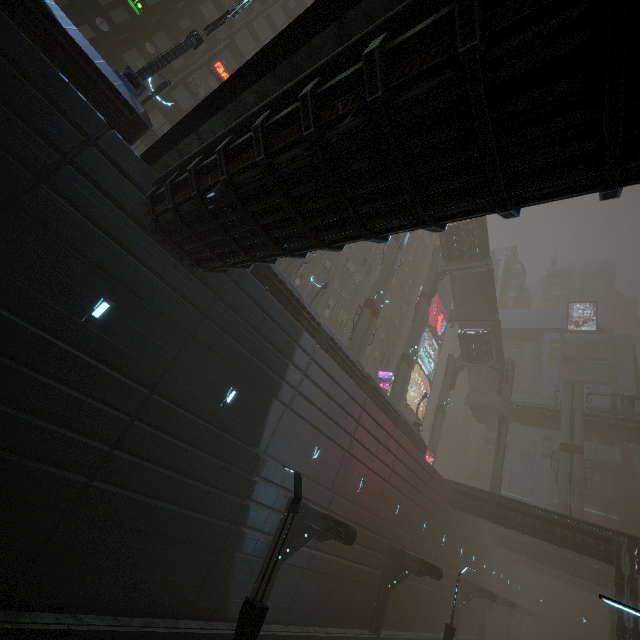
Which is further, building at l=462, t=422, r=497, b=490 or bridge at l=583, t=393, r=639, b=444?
building at l=462, t=422, r=497, b=490

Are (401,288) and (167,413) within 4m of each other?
no

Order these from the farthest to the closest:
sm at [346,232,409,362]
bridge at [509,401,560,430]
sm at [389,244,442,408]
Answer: bridge at [509,401,560,430] → sm at [389,244,442,408] → sm at [346,232,409,362]

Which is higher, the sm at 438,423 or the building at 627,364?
the building at 627,364

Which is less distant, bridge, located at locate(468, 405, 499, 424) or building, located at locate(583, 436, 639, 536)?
building, located at locate(583, 436, 639, 536)

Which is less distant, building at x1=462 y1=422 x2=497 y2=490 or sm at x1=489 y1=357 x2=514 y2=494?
sm at x1=489 y1=357 x2=514 y2=494

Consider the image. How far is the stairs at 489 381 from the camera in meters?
37.6 m

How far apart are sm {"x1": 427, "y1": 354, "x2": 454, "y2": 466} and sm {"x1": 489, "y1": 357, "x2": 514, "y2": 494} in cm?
645
